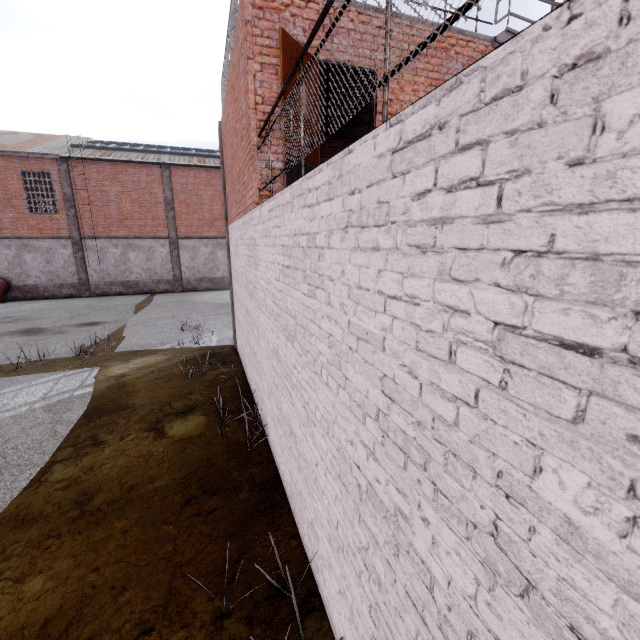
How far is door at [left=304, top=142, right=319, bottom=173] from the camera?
5.0m

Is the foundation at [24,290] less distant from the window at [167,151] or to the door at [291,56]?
the window at [167,151]

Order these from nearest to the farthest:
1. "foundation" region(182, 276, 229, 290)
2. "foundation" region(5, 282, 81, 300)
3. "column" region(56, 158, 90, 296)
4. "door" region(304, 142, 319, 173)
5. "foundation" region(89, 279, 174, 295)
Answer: "door" region(304, 142, 319, 173), "column" region(56, 158, 90, 296), "foundation" region(5, 282, 81, 300), "foundation" region(89, 279, 174, 295), "foundation" region(182, 276, 229, 290)

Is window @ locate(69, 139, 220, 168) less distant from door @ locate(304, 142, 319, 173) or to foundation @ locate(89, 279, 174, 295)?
foundation @ locate(89, 279, 174, 295)

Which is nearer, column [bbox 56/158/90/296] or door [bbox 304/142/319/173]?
door [bbox 304/142/319/173]

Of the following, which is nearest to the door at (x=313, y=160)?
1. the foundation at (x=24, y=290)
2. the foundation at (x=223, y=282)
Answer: the foundation at (x=223, y=282)

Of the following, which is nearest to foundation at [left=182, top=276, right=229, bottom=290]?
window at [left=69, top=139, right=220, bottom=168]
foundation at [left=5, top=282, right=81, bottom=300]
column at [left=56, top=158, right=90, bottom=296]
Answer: column at [left=56, top=158, right=90, bottom=296]

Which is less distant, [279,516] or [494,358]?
[494,358]
